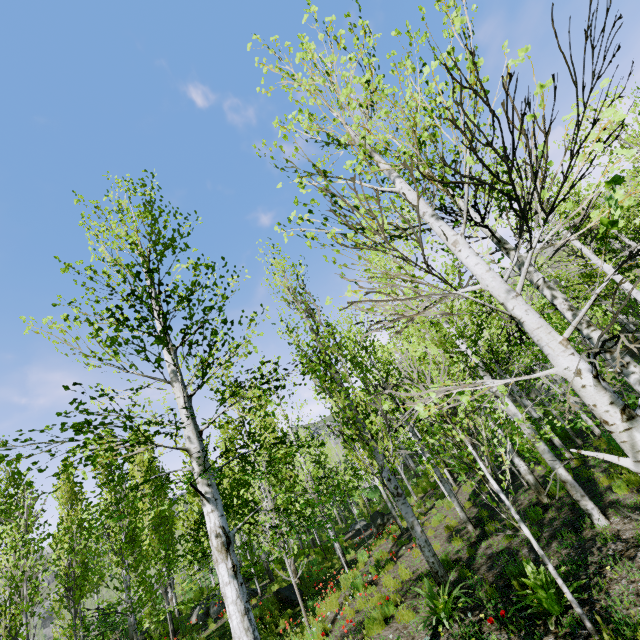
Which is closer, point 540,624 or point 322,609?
point 540,624
